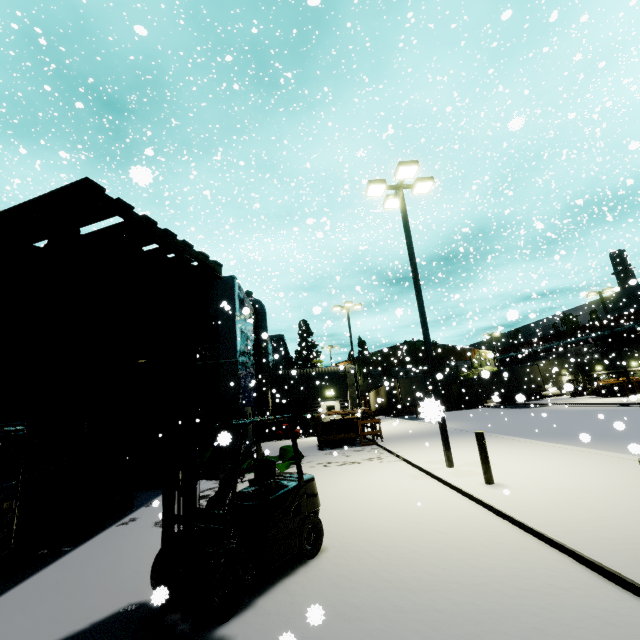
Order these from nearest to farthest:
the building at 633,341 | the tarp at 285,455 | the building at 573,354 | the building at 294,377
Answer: the tarp at 285,455
the building at 294,377
the building at 633,341
the building at 573,354

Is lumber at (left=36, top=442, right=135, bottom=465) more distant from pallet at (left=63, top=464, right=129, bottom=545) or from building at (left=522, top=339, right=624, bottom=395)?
building at (left=522, top=339, right=624, bottom=395)

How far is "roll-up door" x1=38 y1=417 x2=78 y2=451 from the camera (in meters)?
13.78

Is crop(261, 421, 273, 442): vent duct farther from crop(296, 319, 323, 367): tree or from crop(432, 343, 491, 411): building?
crop(296, 319, 323, 367): tree

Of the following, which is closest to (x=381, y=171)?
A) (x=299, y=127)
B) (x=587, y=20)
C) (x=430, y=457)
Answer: (x=299, y=127)

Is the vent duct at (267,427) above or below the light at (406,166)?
below

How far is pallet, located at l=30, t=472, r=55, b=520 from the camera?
6.81m

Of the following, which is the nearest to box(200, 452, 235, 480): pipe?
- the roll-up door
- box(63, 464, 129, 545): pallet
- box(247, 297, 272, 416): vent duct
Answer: box(63, 464, 129, 545): pallet
